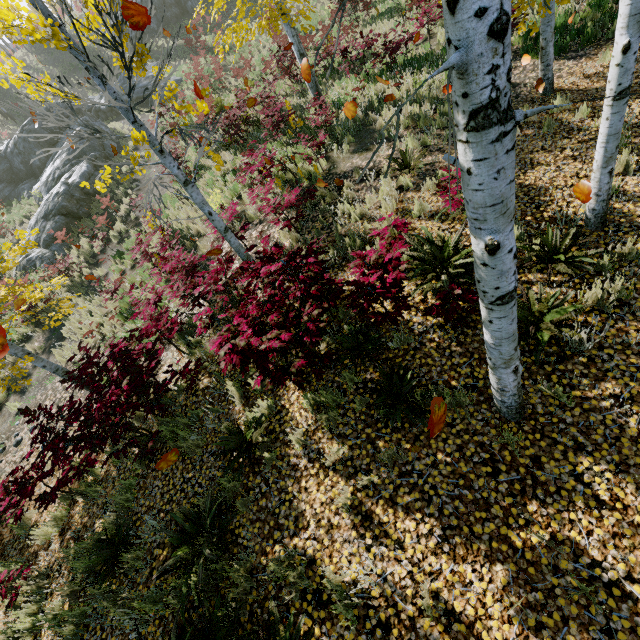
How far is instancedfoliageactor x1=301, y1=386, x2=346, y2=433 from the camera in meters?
4.2 m

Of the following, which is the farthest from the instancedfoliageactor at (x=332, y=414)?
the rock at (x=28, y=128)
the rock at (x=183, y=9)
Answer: the rock at (x=183, y=9)

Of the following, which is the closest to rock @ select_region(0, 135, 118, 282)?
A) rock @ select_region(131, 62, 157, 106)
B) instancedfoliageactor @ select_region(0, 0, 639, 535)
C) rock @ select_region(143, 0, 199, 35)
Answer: rock @ select_region(131, 62, 157, 106)

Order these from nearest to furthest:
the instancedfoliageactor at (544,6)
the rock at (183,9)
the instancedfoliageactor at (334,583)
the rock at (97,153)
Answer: the instancedfoliageactor at (334,583), the instancedfoliageactor at (544,6), the rock at (97,153), the rock at (183,9)

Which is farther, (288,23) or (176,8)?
(176,8)

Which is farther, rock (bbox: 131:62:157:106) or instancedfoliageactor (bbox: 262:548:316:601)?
rock (bbox: 131:62:157:106)

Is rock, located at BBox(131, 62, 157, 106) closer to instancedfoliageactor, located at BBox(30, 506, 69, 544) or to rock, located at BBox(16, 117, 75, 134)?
rock, located at BBox(16, 117, 75, 134)
